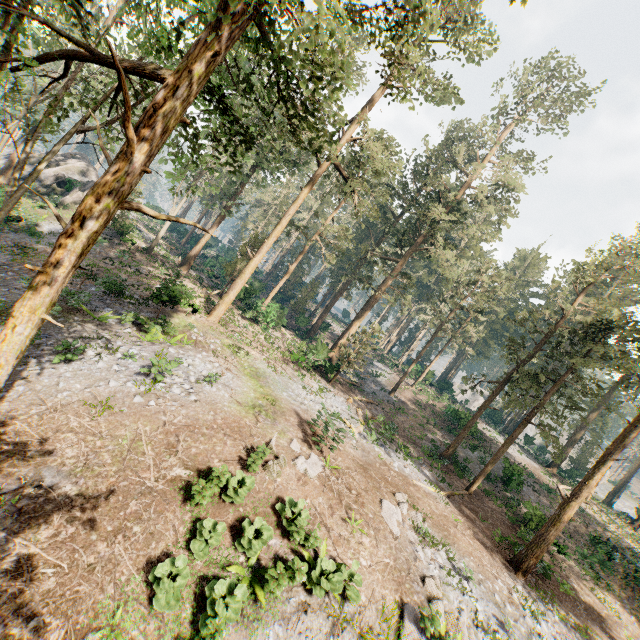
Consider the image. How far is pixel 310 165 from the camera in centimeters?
4025cm

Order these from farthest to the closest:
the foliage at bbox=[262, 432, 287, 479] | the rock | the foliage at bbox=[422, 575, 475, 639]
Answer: the rock, the foliage at bbox=[262, 432, 287, 479], the foliage at bbox=[422, 575, 475, 639]

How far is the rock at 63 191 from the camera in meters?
32.4 m

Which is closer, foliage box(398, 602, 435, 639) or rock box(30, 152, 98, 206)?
foliage box(398, 602, 435, 639)

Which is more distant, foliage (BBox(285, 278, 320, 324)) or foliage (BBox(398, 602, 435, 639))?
foliage (BBox(285, 278, 320, 324))

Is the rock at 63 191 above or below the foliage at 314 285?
below
